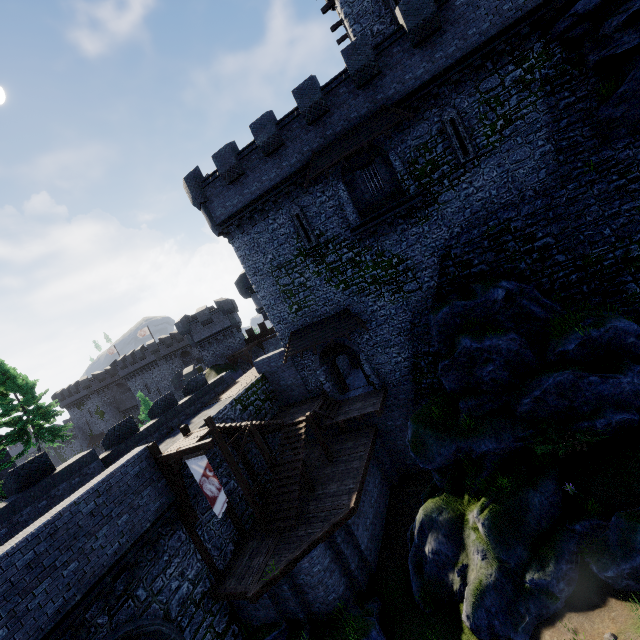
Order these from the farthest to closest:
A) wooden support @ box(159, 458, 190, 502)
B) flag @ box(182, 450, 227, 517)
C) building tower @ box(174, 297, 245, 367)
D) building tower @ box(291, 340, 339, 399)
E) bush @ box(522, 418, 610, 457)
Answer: building tower @ box(174, 297, 245, 367), building tower @ box(291, 340, 339, 399), wooden support @ box(159, 458, 190, 502), flag @ box(182, 450, 227, 517), bush @ box(522, 418, 610, 457)

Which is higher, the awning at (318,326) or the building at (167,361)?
the building at (167,361)

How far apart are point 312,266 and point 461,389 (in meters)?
10.91

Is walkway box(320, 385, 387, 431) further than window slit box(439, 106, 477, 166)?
Yes

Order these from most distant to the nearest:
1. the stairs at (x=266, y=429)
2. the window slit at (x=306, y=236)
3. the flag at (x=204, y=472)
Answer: the window slit at (x=306, y=236) → the stairs at (x=266, y=429) → the flag at (x=204, y=472)

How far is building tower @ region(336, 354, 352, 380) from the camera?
Result: 24.93m

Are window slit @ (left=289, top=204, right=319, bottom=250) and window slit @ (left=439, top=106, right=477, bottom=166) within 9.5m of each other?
yes

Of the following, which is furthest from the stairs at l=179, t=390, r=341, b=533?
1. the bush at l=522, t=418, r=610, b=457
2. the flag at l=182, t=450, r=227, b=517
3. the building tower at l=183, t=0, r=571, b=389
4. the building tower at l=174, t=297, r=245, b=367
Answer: the building tower at l=174, t=297, r=245, b=367
